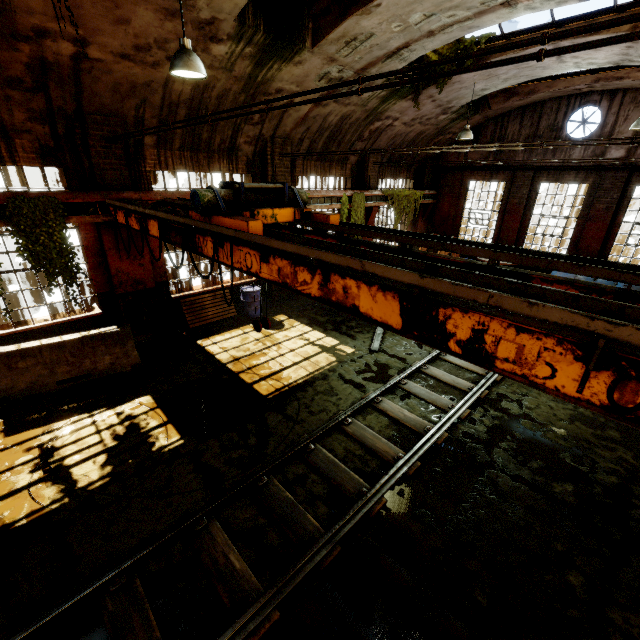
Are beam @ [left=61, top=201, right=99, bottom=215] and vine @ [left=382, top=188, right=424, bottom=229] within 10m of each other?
no

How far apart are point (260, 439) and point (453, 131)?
16.2 meters

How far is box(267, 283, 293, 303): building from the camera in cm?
1207

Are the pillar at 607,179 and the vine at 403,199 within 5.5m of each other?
no

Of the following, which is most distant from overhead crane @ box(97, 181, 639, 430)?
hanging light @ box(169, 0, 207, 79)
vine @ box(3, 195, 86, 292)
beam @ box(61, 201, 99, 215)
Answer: hanging light @ box(169, 0, 207, 79)

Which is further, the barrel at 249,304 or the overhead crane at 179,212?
the barrel at 249,304

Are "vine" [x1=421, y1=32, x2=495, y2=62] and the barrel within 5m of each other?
no

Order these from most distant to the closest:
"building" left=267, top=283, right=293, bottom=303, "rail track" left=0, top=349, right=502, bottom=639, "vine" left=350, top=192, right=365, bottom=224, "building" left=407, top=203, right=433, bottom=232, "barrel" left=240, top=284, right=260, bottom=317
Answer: "building" left=407, top=203, right=433, bottom=232 → "vine" left=350, top=192, right=365, bottom=224 → "building" left=267, top=283, right=293, bottom=303 → "barrel" left=240, top=284, right=260, bottom=317 → "rail track" left=0, top=349, right=502, bottom=639
